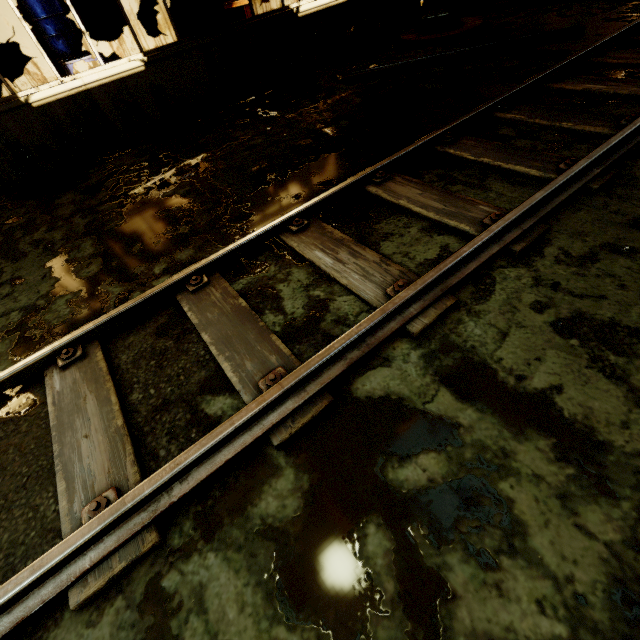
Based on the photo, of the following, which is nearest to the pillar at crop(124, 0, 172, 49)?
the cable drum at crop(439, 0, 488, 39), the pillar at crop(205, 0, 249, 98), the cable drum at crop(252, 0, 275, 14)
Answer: the cable drum at crop(252, 0, 275, 14)

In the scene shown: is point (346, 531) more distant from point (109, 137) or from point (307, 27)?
point (307, 27)

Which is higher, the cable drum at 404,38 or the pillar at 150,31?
→ the pillar at 150,31

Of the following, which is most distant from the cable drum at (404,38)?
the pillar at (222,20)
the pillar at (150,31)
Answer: the pillar at (150,31)

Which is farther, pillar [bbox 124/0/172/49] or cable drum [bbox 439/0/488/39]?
pillar [bbox 124/0/172/49]

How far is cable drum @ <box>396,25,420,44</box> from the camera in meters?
6.9 m

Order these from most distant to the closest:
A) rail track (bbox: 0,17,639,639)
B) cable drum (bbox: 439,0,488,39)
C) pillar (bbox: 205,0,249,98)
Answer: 1. cable drum (bbox: 439,0,488,39)
2. pillar (bbox: 205,0,249,98)
3. rail track (bbox: 0,17,639,639)
